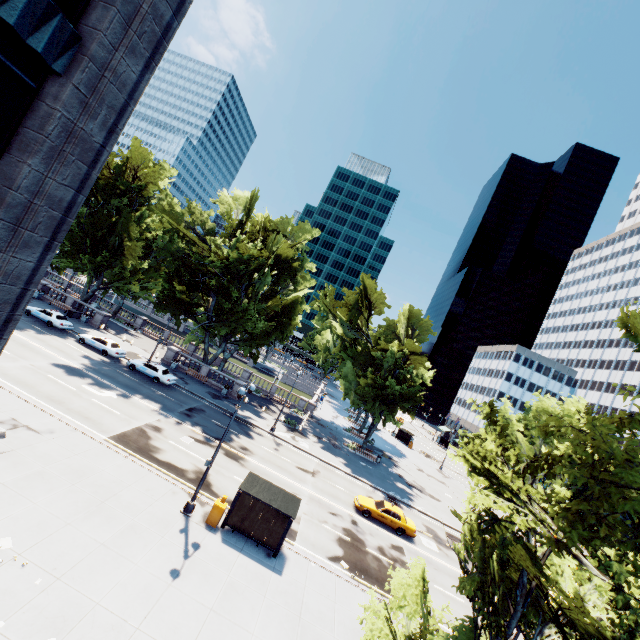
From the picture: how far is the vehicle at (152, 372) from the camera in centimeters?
3334cm

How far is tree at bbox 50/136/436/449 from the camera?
36.3m

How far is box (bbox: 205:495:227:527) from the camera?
16.62m

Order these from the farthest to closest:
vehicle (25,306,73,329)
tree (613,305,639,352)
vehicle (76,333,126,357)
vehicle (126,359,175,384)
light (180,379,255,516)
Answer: vehicle (25,306,73,329) < vehicle (76,333,126,357) < vehicle (126,359,175,384) < light (180,379,255,516) < tree (613,305,639,352)

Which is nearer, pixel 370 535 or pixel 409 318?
pixel 370 535

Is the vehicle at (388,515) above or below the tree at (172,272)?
below

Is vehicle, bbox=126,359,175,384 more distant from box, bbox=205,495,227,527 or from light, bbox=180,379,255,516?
box, bbox=205,495,227,527

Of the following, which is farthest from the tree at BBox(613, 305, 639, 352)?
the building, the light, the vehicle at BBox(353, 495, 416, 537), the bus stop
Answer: the vehicle at BBox(353, 495, 416, 537)
